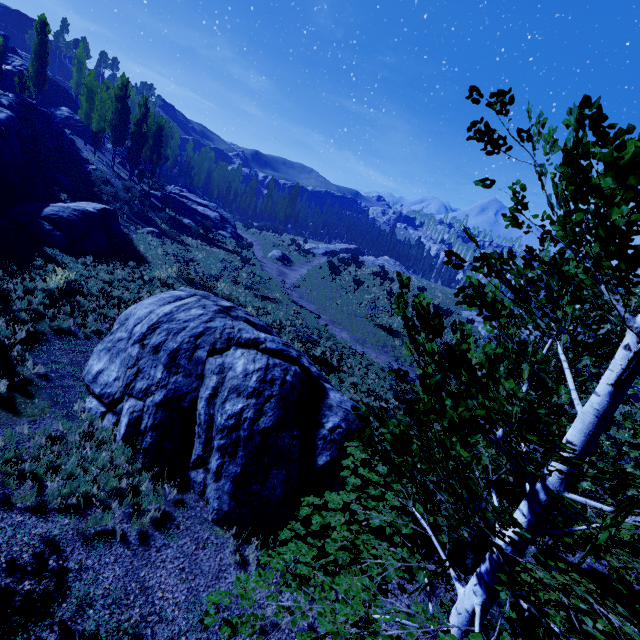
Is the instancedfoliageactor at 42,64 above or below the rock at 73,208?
above

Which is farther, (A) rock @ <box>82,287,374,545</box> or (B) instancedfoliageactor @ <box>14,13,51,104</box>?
(B) instancedfoliageactor @ <box>14,13,51,104</box>

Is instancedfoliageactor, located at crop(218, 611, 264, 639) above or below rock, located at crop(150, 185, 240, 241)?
below

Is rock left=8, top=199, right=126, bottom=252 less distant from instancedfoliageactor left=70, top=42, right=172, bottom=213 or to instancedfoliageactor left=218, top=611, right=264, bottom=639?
→ instancedfoliageactor left=70, top=42, right=172, bottom=213

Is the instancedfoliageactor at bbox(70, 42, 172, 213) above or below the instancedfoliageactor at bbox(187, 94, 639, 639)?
above

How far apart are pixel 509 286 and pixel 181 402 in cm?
852

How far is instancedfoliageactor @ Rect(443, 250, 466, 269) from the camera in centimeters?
265cm

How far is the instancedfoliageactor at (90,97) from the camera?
35.12m
